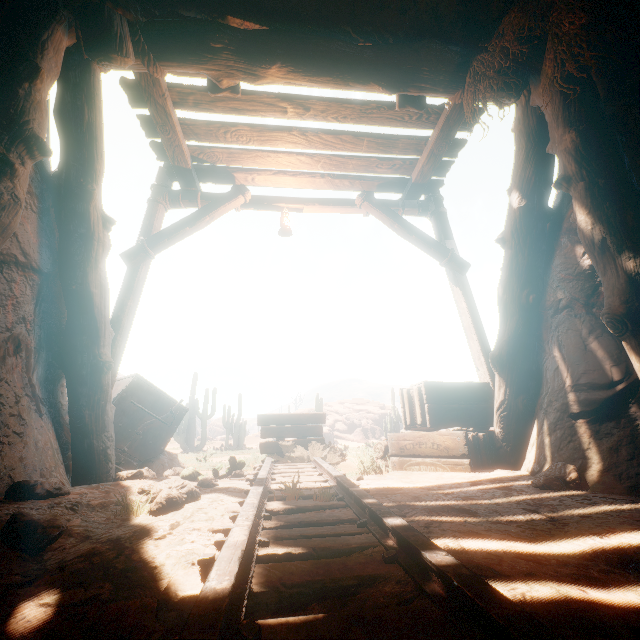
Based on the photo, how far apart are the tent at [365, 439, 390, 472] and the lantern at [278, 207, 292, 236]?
3.46m

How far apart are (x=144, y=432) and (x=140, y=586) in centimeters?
386cm

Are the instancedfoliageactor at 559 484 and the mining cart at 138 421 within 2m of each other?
no

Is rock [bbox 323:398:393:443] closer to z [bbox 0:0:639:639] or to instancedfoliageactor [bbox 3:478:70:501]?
z [bbox 0:0:639:639]

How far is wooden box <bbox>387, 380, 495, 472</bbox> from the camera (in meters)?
3.64

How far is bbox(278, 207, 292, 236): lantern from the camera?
5.2 meters

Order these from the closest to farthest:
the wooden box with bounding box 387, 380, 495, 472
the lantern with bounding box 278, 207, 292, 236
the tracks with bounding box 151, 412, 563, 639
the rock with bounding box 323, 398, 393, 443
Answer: the tracks with bounding box 151, 412, 563, 639, the wooden box with bounding box 387, 380, 495, 472, the lantern with bounding box 278, 207, 292, 236, the rock with bounding box 323, 398, 393, 443

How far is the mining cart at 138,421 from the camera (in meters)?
4.33
